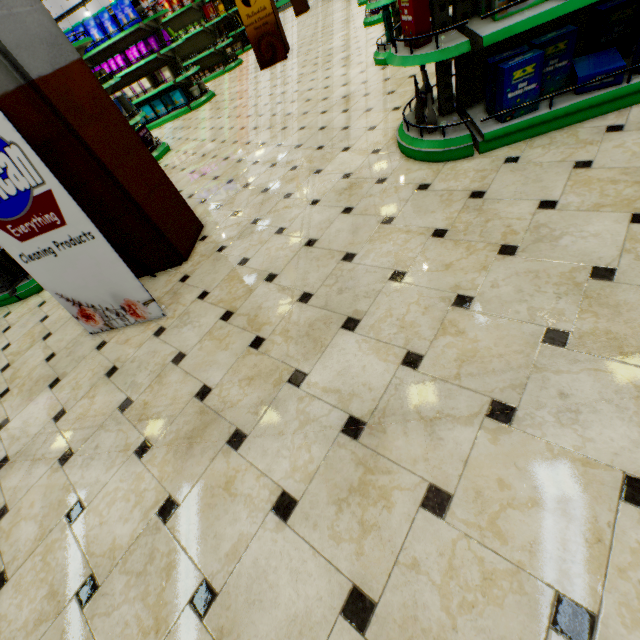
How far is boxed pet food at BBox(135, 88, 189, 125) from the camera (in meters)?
8.60

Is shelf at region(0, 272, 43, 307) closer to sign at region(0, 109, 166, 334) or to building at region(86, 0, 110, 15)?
building at region(86, 0, 110, 15)

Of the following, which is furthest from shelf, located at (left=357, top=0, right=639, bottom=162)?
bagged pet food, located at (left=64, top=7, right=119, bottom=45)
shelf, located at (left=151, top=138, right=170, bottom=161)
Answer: bagged pet food, located at (left=64, top=7, right=119, bottom=45)

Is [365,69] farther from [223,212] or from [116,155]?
[116,155]

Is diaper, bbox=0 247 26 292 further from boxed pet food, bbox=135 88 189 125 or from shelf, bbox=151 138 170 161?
boxed pet food, bbox=135 88 189 125

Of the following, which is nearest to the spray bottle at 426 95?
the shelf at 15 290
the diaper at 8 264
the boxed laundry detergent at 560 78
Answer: the boxed laundry detergent at 560 78

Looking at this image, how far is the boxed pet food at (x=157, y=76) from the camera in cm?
833

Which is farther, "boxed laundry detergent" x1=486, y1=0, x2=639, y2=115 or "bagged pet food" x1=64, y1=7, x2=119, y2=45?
"bagged pet food" x1=64, y1=7, x2=119, y2=45
